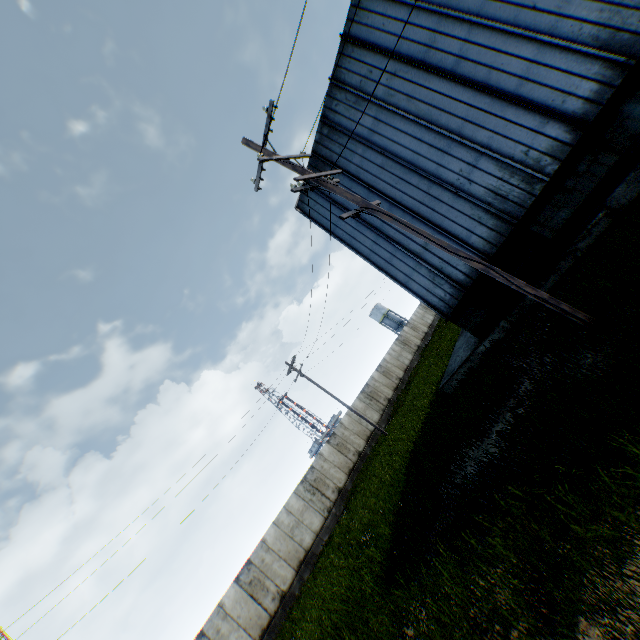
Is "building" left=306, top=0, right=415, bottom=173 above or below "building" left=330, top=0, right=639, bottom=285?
above

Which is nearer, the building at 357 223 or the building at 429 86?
the building at 429 86

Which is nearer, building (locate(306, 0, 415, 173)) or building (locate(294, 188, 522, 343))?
building (locate(306, 0, 415, 173))

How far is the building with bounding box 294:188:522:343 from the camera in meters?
12.1

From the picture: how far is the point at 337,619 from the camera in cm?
916

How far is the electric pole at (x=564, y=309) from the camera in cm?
675

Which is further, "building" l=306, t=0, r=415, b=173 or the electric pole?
"building" l=306, t=0, r=415, b=173

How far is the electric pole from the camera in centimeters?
675cm
